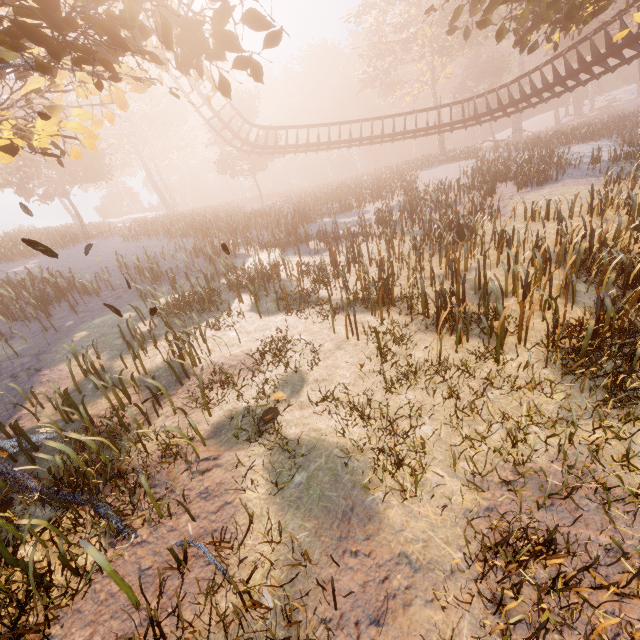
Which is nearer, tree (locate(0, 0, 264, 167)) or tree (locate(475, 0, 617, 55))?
tree (locate(0, 0, 264, 167))

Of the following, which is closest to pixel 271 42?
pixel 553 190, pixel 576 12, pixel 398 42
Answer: pixel 576 12

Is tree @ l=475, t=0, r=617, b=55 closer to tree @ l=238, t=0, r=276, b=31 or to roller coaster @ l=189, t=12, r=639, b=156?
roller coaster @ l=189, t=12, r=639, b=156

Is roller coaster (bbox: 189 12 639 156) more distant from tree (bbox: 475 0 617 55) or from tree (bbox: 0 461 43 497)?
tree (bbox: 0 461 43 497)

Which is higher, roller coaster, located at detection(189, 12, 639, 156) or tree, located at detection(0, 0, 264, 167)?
tree, located at detection(0, 0, 264, 167)

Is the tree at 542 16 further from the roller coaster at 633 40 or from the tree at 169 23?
the tree at 169 23

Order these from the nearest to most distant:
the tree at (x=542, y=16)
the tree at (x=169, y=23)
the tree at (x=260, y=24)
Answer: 1. the tree at (x=169, y=23)
2. the tree at (x=260, y=24)
3. the tree at (x=542, y=16)

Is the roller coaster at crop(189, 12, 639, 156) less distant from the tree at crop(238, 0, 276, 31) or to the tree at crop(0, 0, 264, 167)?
the tree at crop(0, 0, 264, 167)
